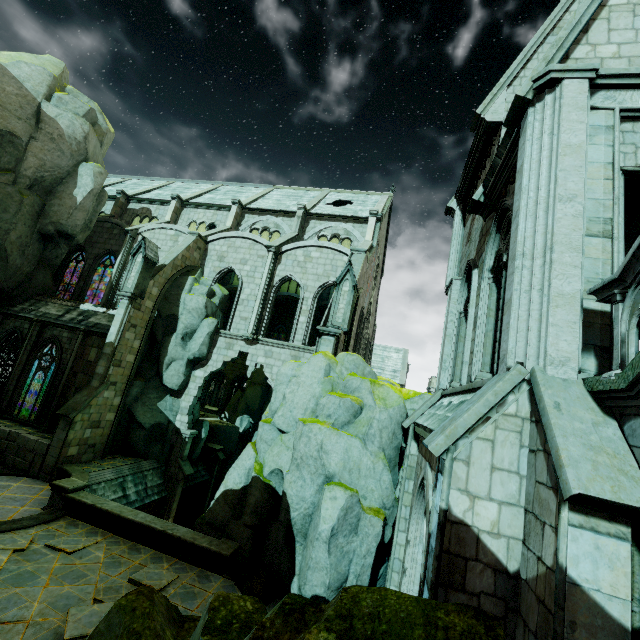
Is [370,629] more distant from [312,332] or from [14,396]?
[312,332]

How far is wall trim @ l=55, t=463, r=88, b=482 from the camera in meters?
14.3

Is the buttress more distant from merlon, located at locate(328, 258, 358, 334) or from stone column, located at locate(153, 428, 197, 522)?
merlon, located at locate(328, 258, 358, 334)

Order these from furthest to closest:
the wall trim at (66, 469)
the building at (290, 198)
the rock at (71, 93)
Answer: the building at (290, 198)
the rock at (71, 93)
the wall trim at (66, 469)

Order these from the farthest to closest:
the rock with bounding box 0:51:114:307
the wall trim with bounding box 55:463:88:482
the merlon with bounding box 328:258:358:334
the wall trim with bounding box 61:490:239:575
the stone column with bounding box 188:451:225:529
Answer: the stone column with bounding box 188:451:225:529, the rock with bounding box 0:51:114:307, the merlon with bounding box 328:258:358:334, the wall trim with bounding box 55:463:88:482, the wall trim with bounding box 61:490:239:575

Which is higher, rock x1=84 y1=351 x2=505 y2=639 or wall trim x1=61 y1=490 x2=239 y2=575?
rock x1=84 y1=351 x2=505 y2=639

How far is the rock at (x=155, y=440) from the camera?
18.8 meters

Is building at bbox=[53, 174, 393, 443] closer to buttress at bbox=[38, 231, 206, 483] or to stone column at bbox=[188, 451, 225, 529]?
buttress at bbox=[38, 231, 206, 483]
